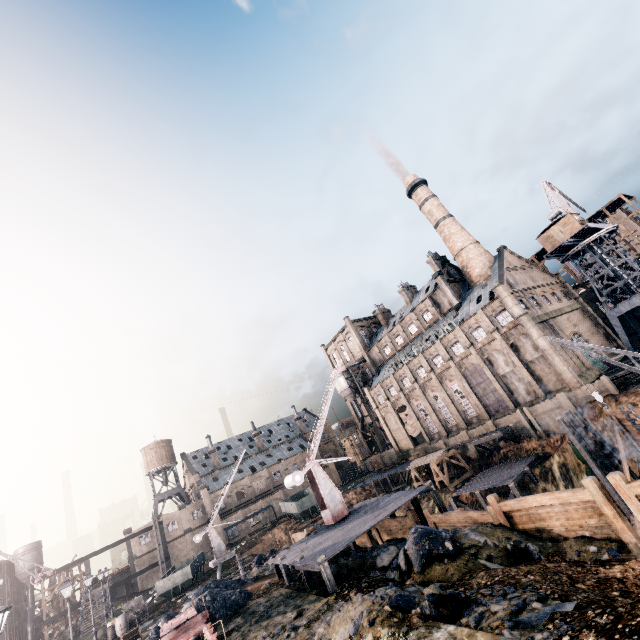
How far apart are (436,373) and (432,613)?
48.6m

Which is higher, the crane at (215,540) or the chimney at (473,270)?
the chimney at (473,270)

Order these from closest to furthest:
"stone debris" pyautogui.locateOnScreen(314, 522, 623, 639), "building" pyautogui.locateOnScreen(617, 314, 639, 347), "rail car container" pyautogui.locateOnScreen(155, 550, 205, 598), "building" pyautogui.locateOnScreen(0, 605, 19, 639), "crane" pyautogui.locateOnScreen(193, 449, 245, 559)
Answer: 1. "stone debris" pyautogui.locateOnScreen(314, 522, 623, 639)
2. "rail car container" pyautogui.locateOnScreen(155, 550, 205, 598)
3. "crane" pyautogui.locateOnScreen(193, 449, 245, 559)
4. "building" pyautogui.locateOnScreen(617, 314, 639, 347)
5. "building" pyautogui.locateOnScreen(0, 605, 19, 639)

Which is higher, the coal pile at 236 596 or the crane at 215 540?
the crane at 215 540

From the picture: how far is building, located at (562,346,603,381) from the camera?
40.6m

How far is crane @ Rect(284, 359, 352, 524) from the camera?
23.8 meters

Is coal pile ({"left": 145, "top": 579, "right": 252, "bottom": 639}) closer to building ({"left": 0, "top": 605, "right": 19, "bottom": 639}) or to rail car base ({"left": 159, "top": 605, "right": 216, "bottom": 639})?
rail car base ({"left": 159, "top": 605, "right": 216, "bottom": 639})

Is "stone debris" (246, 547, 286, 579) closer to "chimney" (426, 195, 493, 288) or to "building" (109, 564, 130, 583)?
"building" (109, 564, 130, 583)
